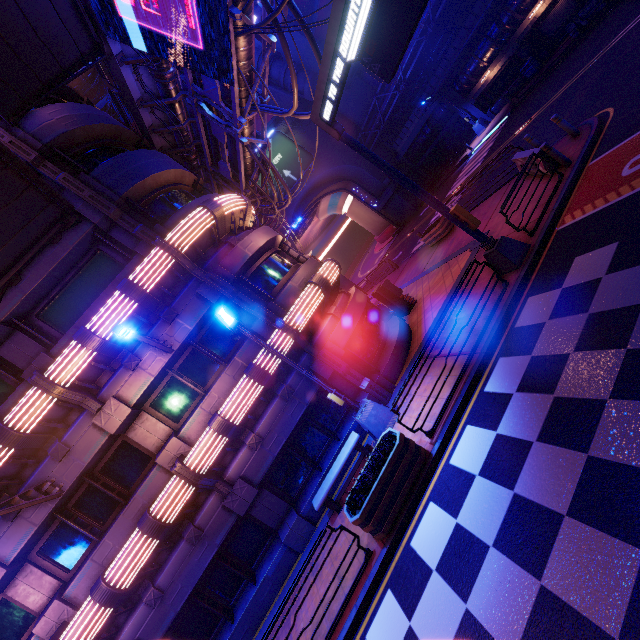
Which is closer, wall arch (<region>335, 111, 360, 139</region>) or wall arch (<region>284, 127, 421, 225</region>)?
wall arch (<region>284, 127, 421, 225</region>)

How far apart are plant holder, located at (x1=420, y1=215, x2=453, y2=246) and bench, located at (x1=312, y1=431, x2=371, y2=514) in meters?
12.9

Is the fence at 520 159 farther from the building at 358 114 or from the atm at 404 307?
the building at 358 114

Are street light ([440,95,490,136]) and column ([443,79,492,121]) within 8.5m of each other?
yes

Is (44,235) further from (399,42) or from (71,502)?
(399,42)

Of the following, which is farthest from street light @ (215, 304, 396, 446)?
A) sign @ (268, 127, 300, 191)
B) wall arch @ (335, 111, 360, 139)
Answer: sign @ (268, 127, 300, 191)

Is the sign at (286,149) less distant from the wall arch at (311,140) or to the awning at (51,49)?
the wall arch at (311,140)

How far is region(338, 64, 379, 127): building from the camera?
36.3m
